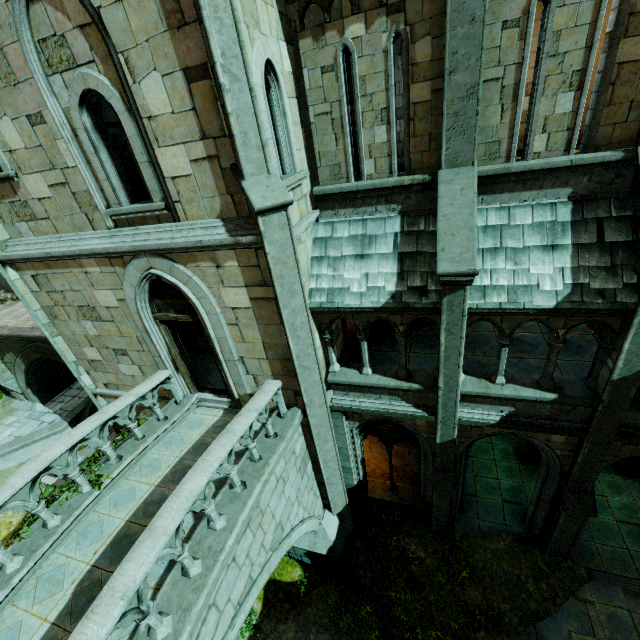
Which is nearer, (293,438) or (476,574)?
(293,438)

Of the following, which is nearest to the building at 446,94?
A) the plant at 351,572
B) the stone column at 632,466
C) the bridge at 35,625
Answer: the bridge at 35,625

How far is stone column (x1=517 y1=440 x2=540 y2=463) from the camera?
11.78m

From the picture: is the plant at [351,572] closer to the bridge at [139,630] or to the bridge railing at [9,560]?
the bridge at [139,630]

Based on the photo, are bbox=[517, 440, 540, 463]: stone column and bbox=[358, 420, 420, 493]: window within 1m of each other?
no

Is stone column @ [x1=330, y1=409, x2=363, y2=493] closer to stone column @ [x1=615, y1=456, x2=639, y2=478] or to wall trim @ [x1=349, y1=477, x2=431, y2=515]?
wall trim @ [x1=349, y1=477, x2=431, y2=515]

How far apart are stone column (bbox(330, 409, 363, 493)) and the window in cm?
6

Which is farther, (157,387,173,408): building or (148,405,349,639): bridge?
(157,387,173,408): building
